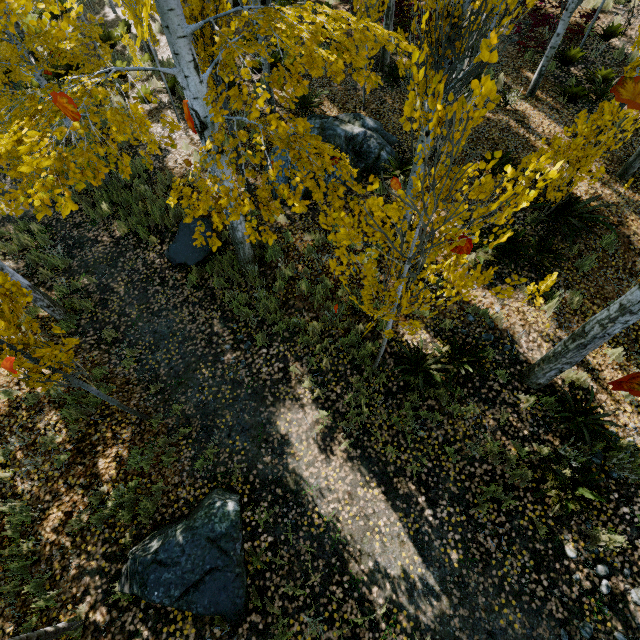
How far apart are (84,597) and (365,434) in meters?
4.7

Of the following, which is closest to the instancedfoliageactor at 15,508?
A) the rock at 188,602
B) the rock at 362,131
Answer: the rock at 362,131

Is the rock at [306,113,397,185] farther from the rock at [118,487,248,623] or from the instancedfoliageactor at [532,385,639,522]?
the rock at [118,487,248,623]

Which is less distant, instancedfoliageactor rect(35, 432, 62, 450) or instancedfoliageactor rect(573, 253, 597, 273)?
instancedfoliageactor rect(35, 432, 62, 450)

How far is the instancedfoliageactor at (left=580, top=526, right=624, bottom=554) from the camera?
4.7m

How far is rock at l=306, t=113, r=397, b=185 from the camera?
7.95m
